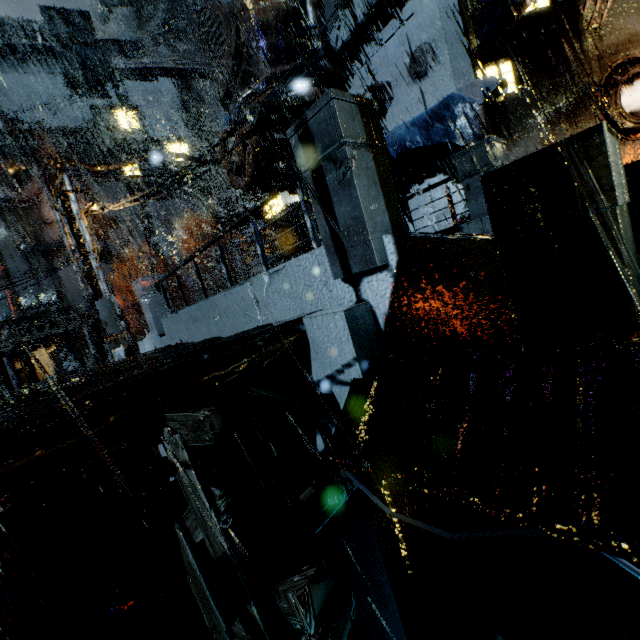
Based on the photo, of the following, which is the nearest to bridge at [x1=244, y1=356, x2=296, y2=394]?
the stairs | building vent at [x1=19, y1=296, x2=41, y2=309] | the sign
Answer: the sign

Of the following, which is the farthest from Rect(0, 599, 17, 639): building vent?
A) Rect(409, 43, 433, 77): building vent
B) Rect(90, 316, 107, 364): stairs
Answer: Rect(90, 316, 107, 364): stairs

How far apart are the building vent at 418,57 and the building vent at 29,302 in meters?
58.1

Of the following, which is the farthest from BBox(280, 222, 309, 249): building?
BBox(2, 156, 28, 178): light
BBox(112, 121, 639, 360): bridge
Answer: BBox(2, 156, 28, 178): light

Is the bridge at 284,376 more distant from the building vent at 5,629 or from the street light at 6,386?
the building vent at 5,629

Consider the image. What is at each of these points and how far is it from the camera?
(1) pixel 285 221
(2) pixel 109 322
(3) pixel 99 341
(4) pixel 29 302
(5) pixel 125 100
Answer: (1) building, 36.6 meters
(2) street light, 13.6 meters
(3) stairs, 44.4 meters
(4) building vent, 47.3 meters
(5) building, 56.6 meters

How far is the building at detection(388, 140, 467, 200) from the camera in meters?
10.2

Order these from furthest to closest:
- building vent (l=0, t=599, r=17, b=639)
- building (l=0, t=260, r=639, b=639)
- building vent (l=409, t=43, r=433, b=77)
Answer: building vent (l=409, t=43, r=433, b=77), building vent (l=0, t=599, r=17, b=639), building (l=0, t=260, r=639, b=639)
